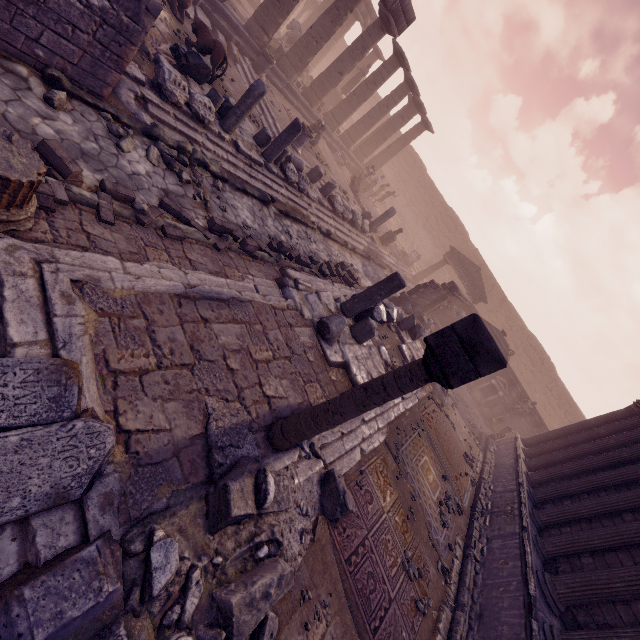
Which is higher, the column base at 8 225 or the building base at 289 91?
the building base at 289 91

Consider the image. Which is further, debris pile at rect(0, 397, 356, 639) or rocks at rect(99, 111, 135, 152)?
rocks at rect(99, 111, 135, 152)

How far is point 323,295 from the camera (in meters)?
7.89

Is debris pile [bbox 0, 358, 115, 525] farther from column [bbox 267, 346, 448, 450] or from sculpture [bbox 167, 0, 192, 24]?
Result: sculpture [bbox 167, 0, 192, 24]

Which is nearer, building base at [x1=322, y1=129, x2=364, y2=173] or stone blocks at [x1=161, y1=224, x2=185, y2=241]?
stone blocks at [x1=161, y1=224, x2=185, y2=241]

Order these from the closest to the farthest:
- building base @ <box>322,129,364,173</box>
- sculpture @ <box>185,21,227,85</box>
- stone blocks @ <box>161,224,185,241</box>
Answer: stone blocks @ <box>161,224,185,241</box> → sculpture @ <box>185,21,227,85</box> → building base @ <box>322,129,364,173</box>

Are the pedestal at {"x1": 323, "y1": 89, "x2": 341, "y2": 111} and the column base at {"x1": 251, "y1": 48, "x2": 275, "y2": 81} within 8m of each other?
no

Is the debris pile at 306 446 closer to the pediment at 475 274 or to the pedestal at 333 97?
the pediment at 475 274
